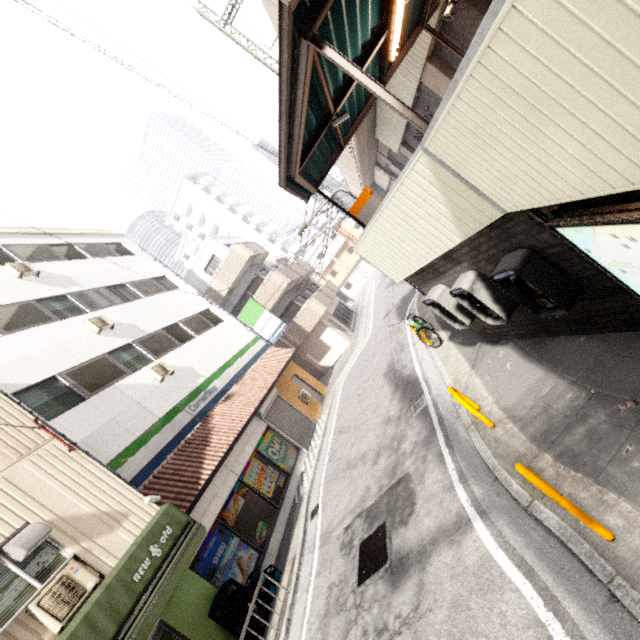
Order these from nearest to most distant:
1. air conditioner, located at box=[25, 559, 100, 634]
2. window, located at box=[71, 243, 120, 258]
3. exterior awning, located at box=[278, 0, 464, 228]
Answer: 1. exterior awning, located at box=[278, 0, 464, 228]
2. air conditioner, located at box=[25, 559, 100, 634]
3. window, located at box=[71, 243, 120, 258]

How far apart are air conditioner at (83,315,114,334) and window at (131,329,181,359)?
0.7m

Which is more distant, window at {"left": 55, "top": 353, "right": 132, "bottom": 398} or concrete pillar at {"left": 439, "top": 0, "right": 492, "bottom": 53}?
window at {"left": 55, "top": 353, "right": 132, "bottom": 398}

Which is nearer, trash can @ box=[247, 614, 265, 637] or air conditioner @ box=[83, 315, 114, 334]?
trash can @ box=[247, 614, 265, 637]

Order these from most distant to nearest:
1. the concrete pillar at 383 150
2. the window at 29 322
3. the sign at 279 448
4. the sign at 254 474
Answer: the concrete pillar at 383 150 → the sign at 279 448 → the sign at 254 474 → the window at 29 322

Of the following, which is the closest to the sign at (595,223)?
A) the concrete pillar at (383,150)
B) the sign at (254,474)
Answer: the sign at (254,474)

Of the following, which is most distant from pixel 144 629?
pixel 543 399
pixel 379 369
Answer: pixel 379 369

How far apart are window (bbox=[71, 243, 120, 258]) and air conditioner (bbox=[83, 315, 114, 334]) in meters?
4.5 m
